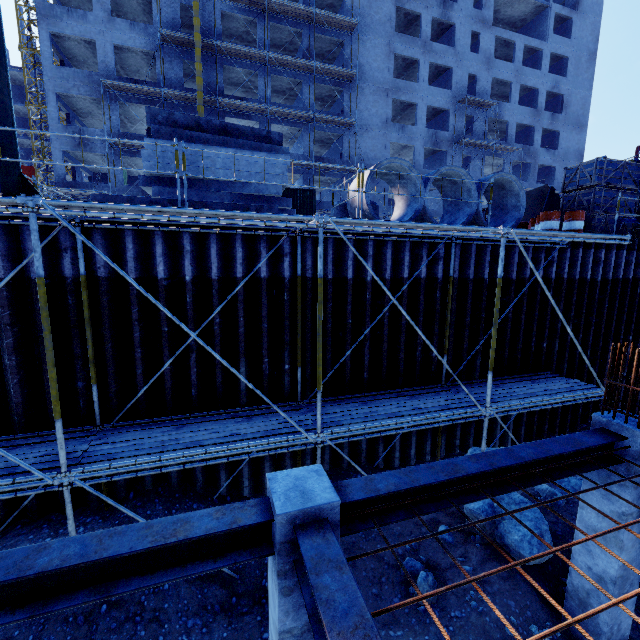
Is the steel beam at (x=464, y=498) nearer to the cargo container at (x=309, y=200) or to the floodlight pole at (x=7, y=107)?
the floodlight pole at (x=7, y=107)

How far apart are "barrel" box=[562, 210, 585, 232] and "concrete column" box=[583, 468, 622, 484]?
7.60m

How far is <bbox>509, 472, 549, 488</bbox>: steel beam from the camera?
4.0 meters

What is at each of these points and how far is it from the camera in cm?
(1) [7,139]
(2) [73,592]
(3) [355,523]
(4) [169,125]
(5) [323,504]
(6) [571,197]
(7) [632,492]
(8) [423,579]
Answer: (1) floodlight pole, 581
(2) steel beam, 264
(3) steel beam, 338
(4) concrete beam, 925
(5) concrete column, 296
(6) wooden box, 1149
(7) concrete column, 451
(8) compgrassrocksplants, 555

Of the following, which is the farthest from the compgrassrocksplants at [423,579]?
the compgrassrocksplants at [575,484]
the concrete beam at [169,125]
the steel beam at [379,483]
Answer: the concrete beam at [169,125]

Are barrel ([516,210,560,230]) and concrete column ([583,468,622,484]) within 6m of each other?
no

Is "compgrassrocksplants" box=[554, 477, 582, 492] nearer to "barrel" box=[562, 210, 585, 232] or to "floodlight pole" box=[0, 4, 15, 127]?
"barrel" box=[562, 210, 585, 232]
